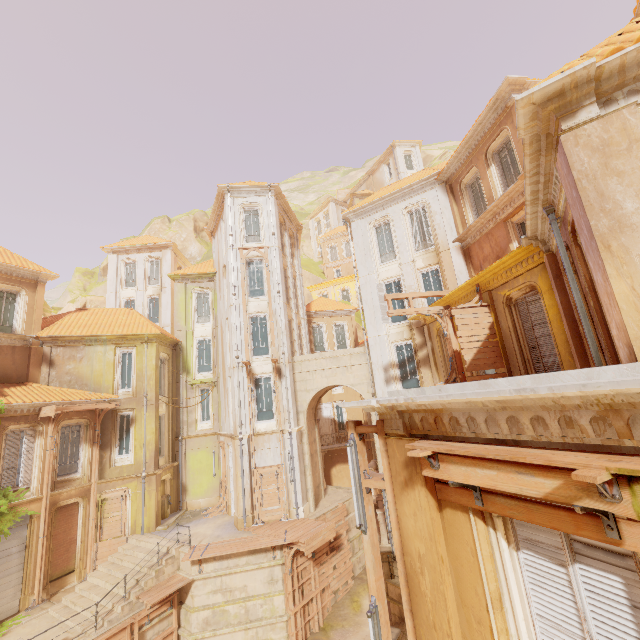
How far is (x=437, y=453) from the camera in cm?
373

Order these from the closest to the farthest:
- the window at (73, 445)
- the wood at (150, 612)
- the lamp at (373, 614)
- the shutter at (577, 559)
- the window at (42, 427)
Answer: the shutter at (577, 559) < the lamp at (373, 614) < the wood at (150, 612) < the window at (42, 427) < the window at (73, 445)

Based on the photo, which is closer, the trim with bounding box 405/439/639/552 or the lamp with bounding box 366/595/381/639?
the trim with bounding box 405/439/639/552

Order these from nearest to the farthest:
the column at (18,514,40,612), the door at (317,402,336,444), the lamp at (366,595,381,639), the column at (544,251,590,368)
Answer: the lamp at (366,595,381,639) < the column at (544,251,590,368) < the column at (18,514,40,612) < the door at (317,402,336,444)

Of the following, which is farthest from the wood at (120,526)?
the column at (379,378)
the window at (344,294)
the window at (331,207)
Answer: the window at (331,207)

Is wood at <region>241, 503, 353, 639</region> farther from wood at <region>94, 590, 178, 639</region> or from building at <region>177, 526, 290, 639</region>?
wood at <region>94, 590, 178, 639</region>

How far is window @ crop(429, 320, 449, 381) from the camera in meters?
16.0 m

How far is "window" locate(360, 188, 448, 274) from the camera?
18.1 meters
